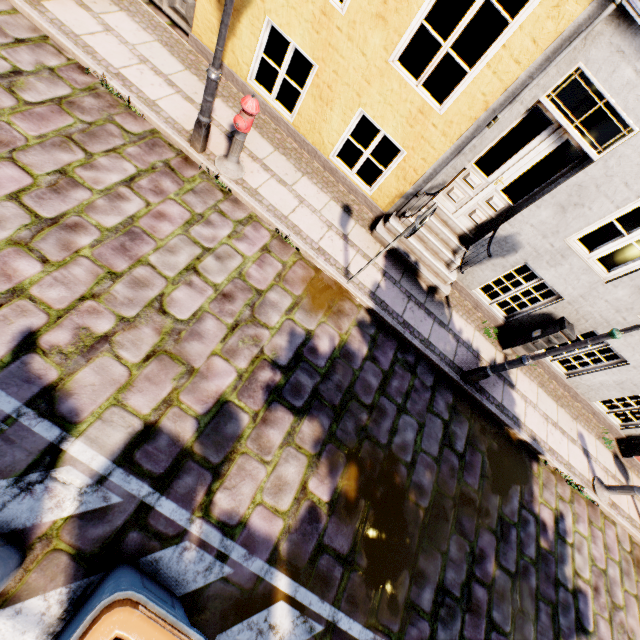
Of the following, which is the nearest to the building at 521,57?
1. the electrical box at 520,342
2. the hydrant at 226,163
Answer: the electrical box at 520,342

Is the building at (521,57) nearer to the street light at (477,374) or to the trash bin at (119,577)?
the street light at (477,374)

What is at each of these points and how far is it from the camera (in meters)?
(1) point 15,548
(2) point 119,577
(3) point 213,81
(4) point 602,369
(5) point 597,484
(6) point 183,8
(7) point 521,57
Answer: (1) trash bin, 2.50
(2) trash bin, 2.37
(3) street light, 4.11
(4) building, 6.72
(5) hydrant, 6.55
(6) building, 5.77
(7) building, 4.13

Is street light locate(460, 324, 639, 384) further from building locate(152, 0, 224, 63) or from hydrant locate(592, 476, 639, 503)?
hydrant locate(592, 476, 639, 503)

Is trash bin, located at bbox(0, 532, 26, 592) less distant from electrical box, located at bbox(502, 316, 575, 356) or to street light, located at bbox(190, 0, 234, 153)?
street light, located at bbox(190, 0, 234, 153)

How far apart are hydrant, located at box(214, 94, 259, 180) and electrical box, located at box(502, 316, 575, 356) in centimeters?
618cm

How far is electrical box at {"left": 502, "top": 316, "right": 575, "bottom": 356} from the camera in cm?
597

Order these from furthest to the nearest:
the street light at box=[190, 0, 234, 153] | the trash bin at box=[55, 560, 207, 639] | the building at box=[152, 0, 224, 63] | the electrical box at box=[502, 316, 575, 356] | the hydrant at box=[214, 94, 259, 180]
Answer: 1. the electrical box at box=[502, 316, 575, 356]
2. the building at box=[152, 0, 224, 63]
3. the hydrant at box=[214, 94, 259, 180]
4. the street light at box=[190, 0, 234, 153]
5. the trash bin at box=[55, 560, 207, 639]
